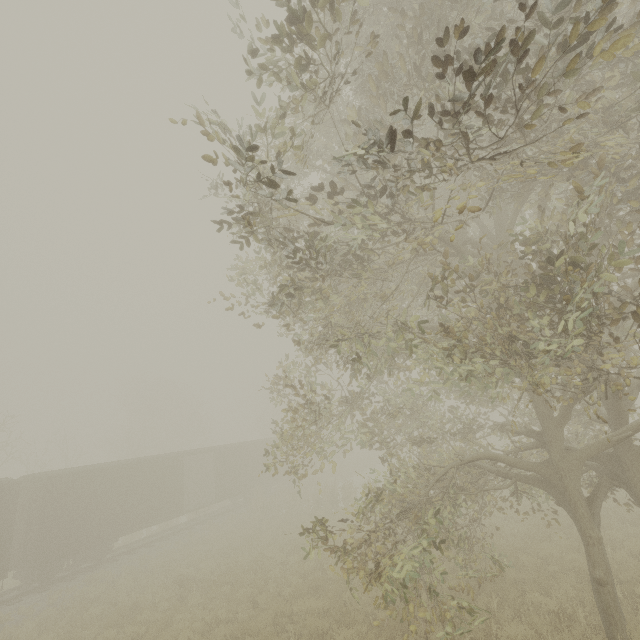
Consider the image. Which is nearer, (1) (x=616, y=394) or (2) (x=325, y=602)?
(1) (x=616, y=394)

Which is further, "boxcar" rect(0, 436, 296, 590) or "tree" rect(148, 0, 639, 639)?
"boxcar" rect(0, 436, 296, 590)

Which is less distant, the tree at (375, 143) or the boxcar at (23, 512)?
the tree at (375, 143)
